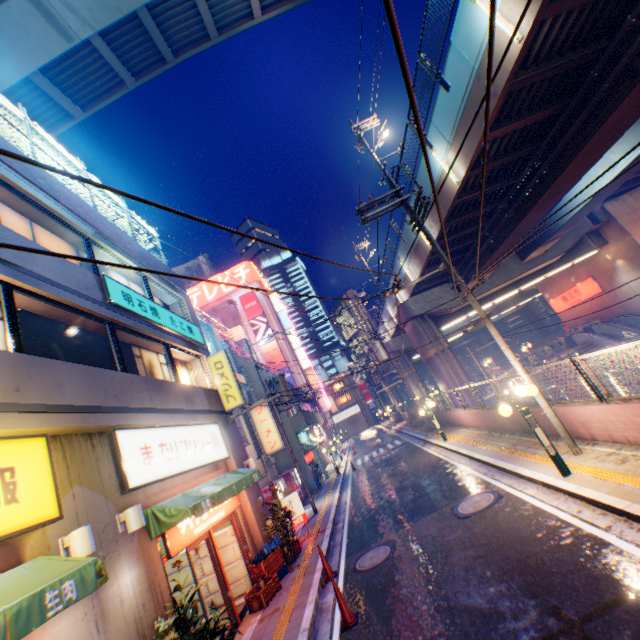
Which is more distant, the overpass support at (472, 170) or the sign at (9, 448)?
the overpass support at (472, 170)

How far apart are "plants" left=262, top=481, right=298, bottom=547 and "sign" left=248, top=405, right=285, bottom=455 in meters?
6.6 m

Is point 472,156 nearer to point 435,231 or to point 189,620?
point 435,231

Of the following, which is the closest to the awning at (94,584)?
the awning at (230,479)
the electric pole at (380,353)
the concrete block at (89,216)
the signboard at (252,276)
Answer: the awning at (230,479)

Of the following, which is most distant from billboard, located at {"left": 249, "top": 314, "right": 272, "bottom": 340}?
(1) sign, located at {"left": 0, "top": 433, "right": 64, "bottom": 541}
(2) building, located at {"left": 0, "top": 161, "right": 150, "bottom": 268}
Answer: (1) sign, located at {"left": 0, "top": 433, "right": 64, "bottom": 541}

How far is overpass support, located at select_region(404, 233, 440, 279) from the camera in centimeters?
1825cm

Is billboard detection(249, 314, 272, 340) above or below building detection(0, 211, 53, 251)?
above

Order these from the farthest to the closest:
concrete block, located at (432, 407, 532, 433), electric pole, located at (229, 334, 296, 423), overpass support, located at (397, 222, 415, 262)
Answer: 1. overpass support, located at (397, 222, 415, 262)
2. electric pole, located at (229, 334, 296, 423)
3. concrete block, located at (432, 407, 532, 433)
